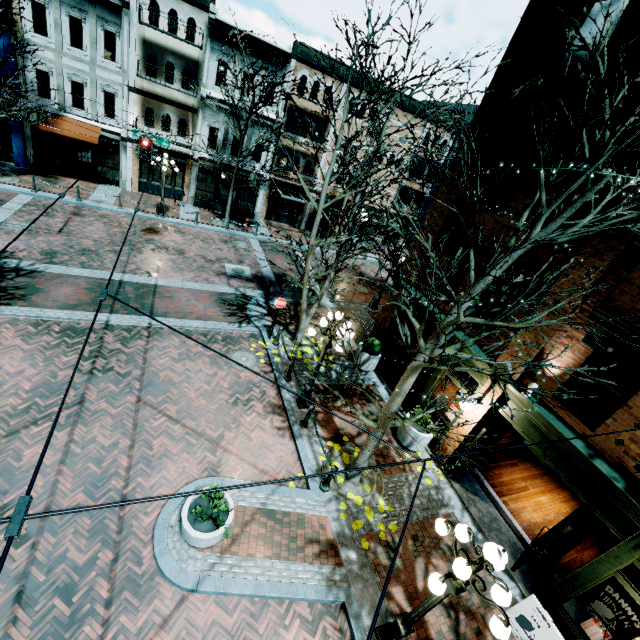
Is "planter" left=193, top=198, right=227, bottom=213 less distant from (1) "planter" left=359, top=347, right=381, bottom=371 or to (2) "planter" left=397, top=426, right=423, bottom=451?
(1) "planter" left=359, top=347, right=381, bottom=371

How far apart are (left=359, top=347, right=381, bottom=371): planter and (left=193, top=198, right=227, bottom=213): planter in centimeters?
1701cm

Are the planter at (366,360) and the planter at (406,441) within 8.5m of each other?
yes

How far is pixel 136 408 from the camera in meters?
8.7 m

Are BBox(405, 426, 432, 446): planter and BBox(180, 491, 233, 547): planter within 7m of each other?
yes

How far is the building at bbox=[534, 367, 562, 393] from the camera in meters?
7.4 m

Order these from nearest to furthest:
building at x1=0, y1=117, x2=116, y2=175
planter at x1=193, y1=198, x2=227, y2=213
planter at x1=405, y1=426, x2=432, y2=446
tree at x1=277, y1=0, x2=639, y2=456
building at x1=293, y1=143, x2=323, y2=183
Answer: tree at x1=277, y1=0, x2=639, y2=456
planter at x1=405, y1=426, x2=432, y2=446
building at x1=0, y1=117, x2=116, y2=175
planter at x1=193, y1=198, x2=227, y2=213
building at x1=293, y1=143, x2=323, y2=183

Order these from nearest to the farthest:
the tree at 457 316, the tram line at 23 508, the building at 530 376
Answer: the tram line at 23 508, the tree at 457 316, the building at 530 376
